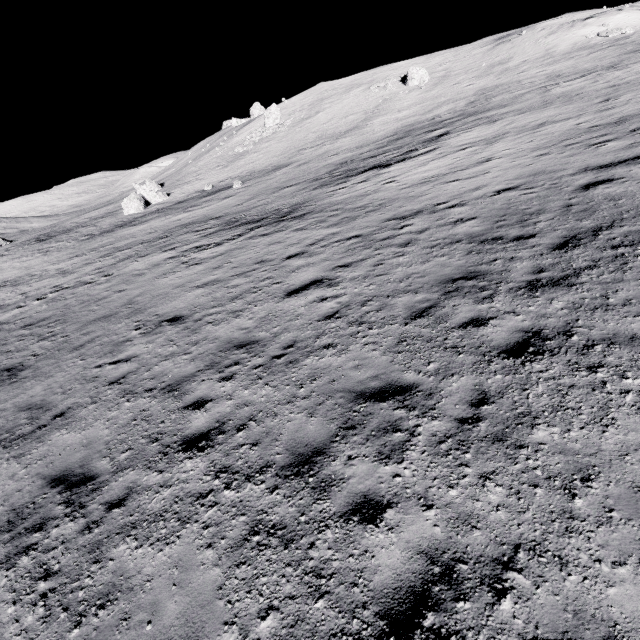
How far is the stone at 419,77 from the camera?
46.4m

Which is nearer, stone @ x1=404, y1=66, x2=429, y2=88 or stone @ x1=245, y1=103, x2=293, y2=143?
stone @ x1=404, y1=66, x2=429, y2=88

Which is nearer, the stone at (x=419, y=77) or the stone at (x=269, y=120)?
the stone at (x=419, y=77)

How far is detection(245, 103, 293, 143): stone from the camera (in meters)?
53.03

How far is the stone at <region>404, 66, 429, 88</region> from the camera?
46.4 meters

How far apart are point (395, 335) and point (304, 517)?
3.8 meters
